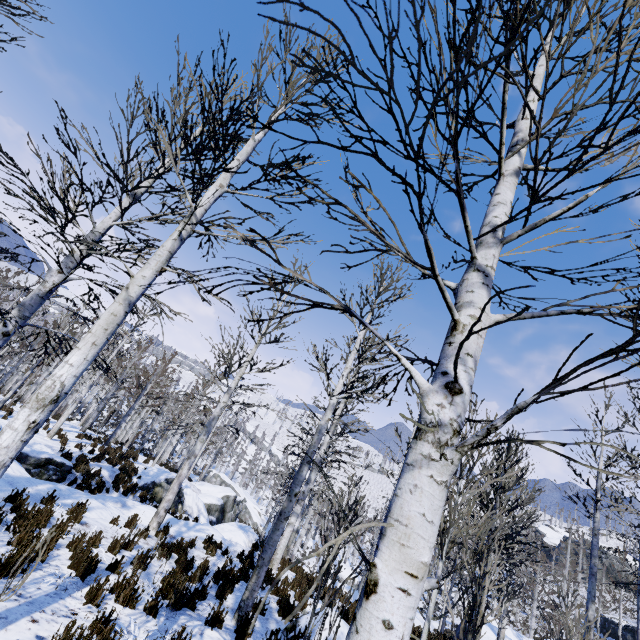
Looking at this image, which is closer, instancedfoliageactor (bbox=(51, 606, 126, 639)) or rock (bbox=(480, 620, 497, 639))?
instancedfoliageactor (bbox=(51, 606, 126, 639))

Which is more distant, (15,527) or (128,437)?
(128,437)

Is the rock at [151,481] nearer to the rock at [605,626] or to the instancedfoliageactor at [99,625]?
the instancedfoliageactor at [99,625]

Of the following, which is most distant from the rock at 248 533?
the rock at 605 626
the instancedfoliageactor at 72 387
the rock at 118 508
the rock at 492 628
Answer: the rock at 605 626

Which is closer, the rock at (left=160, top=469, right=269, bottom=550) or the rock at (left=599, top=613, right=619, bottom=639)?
the rock at (left=160, top=469, right=269, bottom=550)

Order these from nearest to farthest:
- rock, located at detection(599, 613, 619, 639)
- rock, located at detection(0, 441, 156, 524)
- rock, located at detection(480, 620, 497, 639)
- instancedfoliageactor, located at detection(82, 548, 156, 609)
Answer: instancedfoliageactor, located at detection(82, 548, 156, 609) < rock, located at detection(0, 441, 156, 524) < rock, located at detection(480, 620, 497, 639) < rock, located at detection(599, 613, 619, 639)

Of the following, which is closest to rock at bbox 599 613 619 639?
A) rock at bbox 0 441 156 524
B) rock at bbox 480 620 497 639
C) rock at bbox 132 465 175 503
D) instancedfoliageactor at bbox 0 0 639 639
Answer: rock at bbox 480 620 497 639

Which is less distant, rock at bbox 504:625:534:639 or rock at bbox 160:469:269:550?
rock at bbox 160:469:269:550
